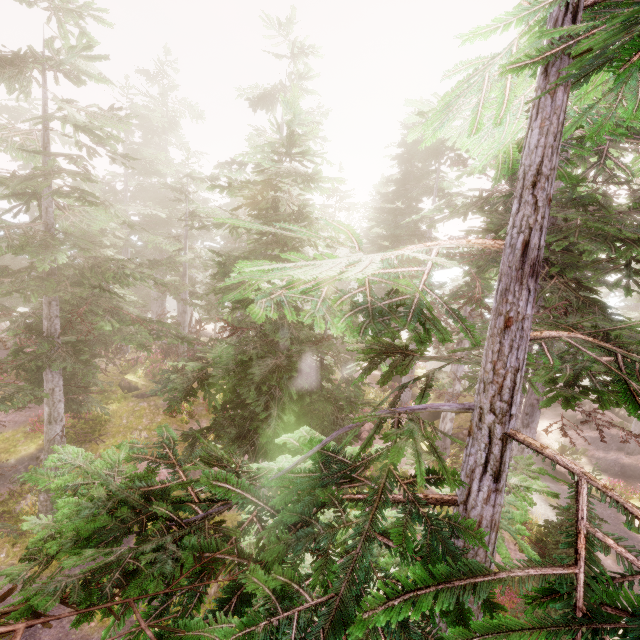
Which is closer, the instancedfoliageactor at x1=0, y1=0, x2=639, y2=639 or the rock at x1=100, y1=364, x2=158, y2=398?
the instancedfoliageactor at x1=0, y1=0, x2=639, y2=639

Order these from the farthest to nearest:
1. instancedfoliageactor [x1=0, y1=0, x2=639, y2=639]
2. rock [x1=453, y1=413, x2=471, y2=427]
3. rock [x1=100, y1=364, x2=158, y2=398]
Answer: rock [x1=453, y1=413, x2=471, y2=427] < rock [x1=100, y1=364, x2=158, y2=398] < instancedfoliageactor [x1=0, y1=0, x2=639, y2=639]

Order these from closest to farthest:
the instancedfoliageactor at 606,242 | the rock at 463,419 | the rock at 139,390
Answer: the instancedfoliageactor at 606,242 < the rock at 139,390 < the rock at 463,419

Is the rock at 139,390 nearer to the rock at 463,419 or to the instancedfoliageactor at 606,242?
the instancedfoliageactor at 606,242

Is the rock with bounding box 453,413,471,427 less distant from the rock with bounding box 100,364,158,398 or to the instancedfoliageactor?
the instancedfoliageactor

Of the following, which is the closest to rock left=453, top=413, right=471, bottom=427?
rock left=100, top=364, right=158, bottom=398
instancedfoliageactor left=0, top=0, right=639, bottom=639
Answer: instancedfoliageactor left=0, top=0, right=639, bottom=639

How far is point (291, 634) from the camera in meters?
1.5
